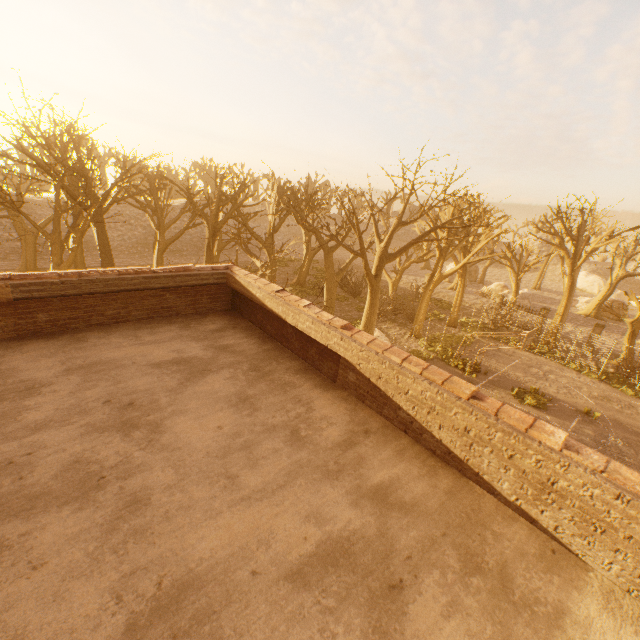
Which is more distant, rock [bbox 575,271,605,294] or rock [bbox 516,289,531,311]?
rock [bbox 575,271,605,294]

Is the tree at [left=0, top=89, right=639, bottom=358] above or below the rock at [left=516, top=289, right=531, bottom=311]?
above

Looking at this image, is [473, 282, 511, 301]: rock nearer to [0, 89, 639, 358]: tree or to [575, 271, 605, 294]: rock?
[0, 89, 639, 358]: tree

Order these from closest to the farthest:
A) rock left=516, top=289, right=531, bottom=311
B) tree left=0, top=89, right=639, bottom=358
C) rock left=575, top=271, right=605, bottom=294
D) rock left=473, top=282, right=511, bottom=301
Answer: tree left=0, top=89, right=639, bottom=358, rock left=516, top=289, right=531, bottom=311, rock left=473, top=282, right=511, bottom=301, rock left=575, top=271, right=605, bottom=294

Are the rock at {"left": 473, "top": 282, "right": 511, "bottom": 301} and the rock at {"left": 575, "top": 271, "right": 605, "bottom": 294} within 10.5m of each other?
no

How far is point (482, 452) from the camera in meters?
3.8 m

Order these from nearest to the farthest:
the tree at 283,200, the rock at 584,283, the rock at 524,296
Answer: the tree at 283,200 → the rock at 524,296 → the rock at 584,283

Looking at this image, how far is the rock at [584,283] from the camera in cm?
5144
